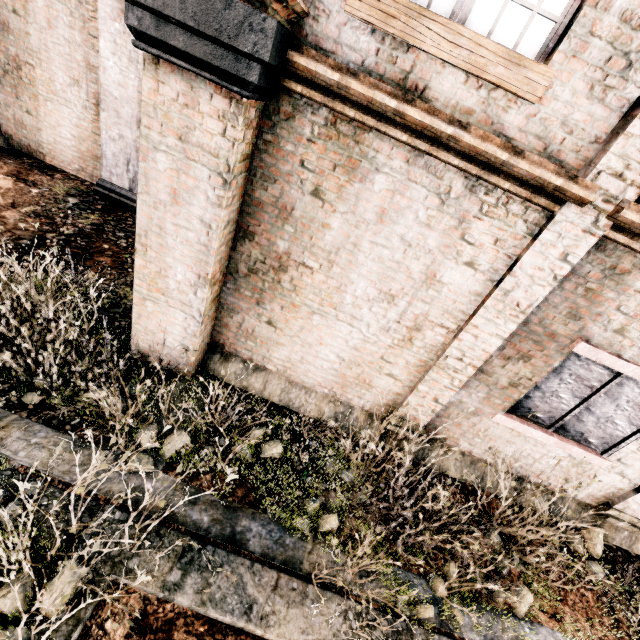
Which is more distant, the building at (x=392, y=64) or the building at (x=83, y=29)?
the building at (x=83, y=29)

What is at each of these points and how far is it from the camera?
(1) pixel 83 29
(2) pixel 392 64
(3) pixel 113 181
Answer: (1) building, 7.82m
(2) building, 3.42m
(3) column, 9.12m

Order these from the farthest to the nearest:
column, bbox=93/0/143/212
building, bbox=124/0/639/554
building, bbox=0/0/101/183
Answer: building, bbox=0/0/101/183, column, bbox=93/0/143/212, building, bbox=124/0/639/554

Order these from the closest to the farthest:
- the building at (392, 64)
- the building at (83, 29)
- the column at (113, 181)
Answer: the building at (392, 64)
the column at (113, 181)
the building at (83, 29)

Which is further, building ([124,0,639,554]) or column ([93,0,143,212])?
column ([93,0,143,212])

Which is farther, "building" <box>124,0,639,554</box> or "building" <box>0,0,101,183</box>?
"building" <box>0,0,101,183</box>
